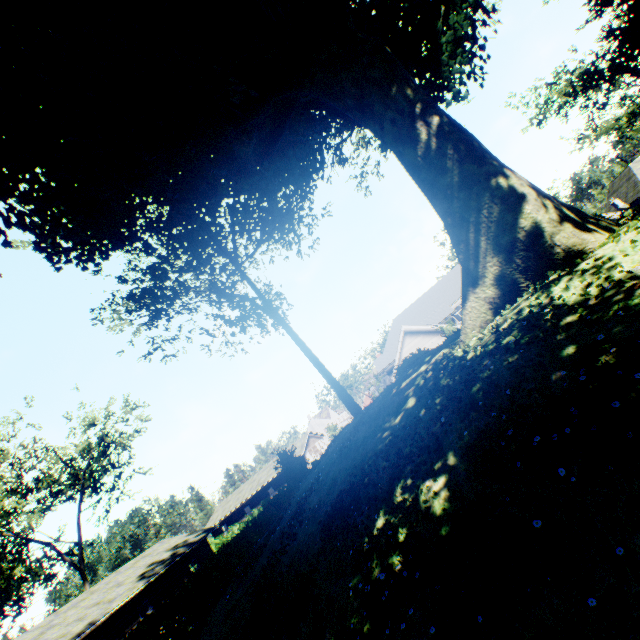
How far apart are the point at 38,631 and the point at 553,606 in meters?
31.1 m

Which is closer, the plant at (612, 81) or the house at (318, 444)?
the plant at (612, 81)

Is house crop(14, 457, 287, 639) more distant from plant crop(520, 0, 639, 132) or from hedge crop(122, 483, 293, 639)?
plant crop(520, 0, 639, 132)

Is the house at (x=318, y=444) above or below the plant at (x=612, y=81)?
below

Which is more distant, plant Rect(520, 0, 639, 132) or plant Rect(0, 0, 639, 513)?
plant Rect(520, 0, 639, 132)

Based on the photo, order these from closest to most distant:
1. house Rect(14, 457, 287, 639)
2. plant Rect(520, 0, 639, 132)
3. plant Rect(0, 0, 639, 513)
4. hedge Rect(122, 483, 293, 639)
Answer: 1. plant Rect(0, 0, 639, 513)
2. hedge Rect(122, 483, 293, 639)
3. house Rect(14, 457, 287, 639)
4. plant Rect(520, 0, 639, 132)

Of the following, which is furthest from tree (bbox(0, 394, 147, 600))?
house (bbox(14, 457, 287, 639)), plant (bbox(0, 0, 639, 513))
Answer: plant (bbox(0, 0, 639, 513))

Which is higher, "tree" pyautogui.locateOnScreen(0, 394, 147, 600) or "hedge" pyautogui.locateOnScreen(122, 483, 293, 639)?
"tree" pyautogui.locateOnScreen(0, 394, 147, 600)
